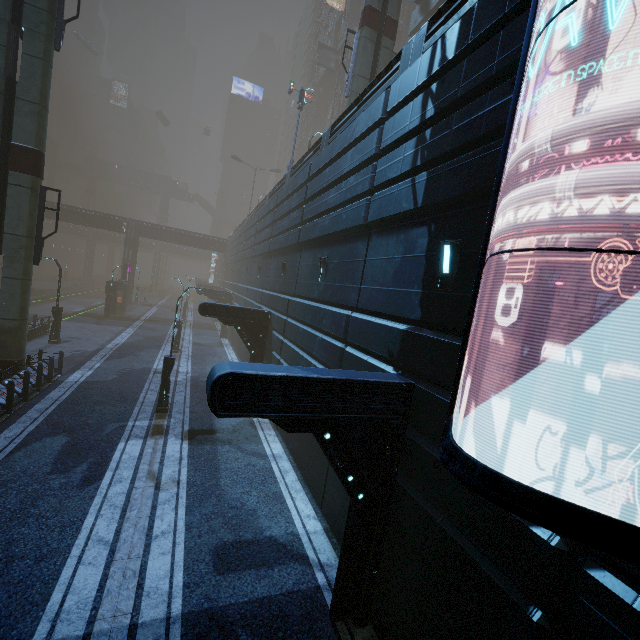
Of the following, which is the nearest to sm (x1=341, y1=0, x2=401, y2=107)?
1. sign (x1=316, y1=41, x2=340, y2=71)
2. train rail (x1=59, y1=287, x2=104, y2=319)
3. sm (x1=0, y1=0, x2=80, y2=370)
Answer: sm (x1=0, y1=0, x2=80, y2=370)

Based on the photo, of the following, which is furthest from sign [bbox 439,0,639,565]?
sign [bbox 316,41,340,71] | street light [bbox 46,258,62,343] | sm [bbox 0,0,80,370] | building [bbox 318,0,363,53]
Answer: sign [bbox 316,41,340,71]

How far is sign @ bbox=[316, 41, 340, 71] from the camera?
46.2m

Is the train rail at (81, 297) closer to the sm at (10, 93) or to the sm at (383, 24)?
the sm at (10, 93)

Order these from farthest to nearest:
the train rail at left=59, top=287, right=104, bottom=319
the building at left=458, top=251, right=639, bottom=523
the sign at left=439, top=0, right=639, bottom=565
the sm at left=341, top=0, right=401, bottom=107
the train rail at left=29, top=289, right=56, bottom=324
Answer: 1. the train rail at left=59, top=287, right=104, bottom=319
2. the train rail at left=29, top=289, right=56, bottom=324
3. the sm at left=341, top=0, right=401, bottom=107
4. the building at left=458, top=251, right=639, bottom=523
5. the sign at left=439, top=0, right=639, bottom=565

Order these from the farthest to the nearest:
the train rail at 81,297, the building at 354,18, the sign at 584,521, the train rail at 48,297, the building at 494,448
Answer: the building at 354,18 → the train rail at 81,297 → the train rail at 48,297 → the building at 494,448 → the sign at 584,521

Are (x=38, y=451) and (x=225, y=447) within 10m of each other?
yes

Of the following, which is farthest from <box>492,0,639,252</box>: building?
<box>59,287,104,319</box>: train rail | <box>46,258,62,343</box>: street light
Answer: <box>46,258,62,343</box>: street light
